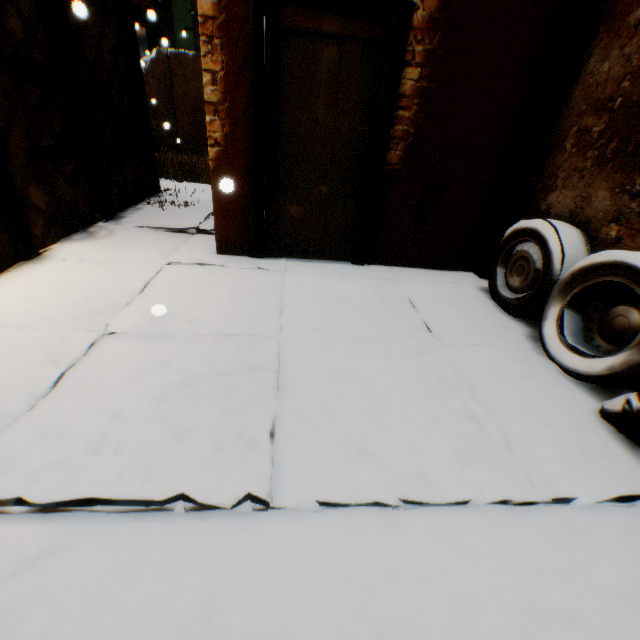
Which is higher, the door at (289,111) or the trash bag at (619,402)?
the door at (289,111)

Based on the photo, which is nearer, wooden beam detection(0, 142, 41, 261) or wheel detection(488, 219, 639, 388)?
wheel detection(488, 219, 639, 388)

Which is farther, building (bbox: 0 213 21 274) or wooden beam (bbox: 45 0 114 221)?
wooden beam (bbox: 45 0 114 221)

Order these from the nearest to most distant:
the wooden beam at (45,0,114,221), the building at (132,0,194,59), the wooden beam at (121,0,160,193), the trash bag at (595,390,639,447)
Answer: the trash bag at (595,390,639,447), the wooden beam at (45,0,114,221), the wooden beam at (121,0,160,193), the building at (132,0,194,59)

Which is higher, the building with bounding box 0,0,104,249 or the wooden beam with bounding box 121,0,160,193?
the wooden beam with bounding box 121,0,160,193

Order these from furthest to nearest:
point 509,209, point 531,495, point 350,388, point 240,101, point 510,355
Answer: point 509,209 < point 240,101 < point 510,355 < point 350,388 < point 531,495

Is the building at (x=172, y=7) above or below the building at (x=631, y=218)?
above

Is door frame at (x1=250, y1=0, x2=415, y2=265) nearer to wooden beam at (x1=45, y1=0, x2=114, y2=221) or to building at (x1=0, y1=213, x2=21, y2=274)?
building at (x1=0, y1=213, x2=21, y2=274)
